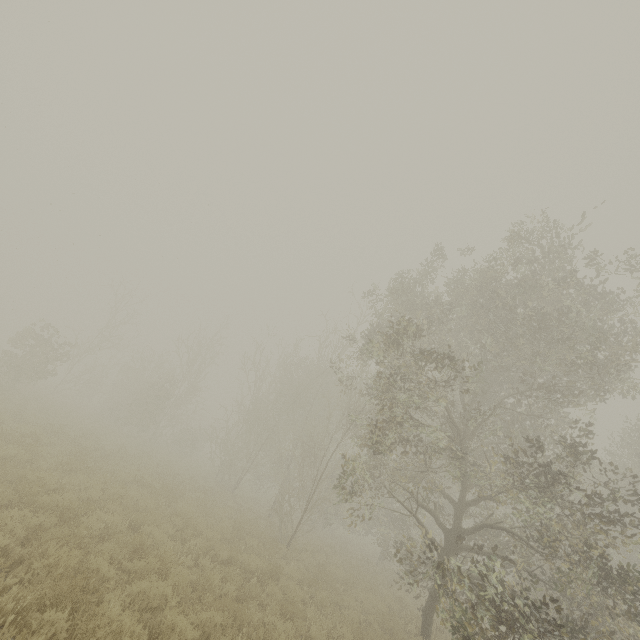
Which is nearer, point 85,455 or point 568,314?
point 568,314
